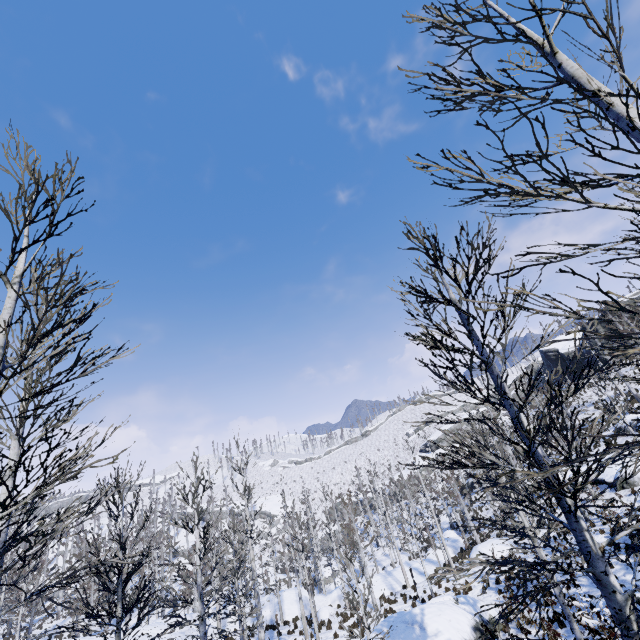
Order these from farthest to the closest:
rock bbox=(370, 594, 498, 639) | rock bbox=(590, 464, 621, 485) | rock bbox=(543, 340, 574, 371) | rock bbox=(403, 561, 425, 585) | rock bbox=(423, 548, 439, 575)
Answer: rock bbox=(543, 340, 574, 371) < rock bbox=(423, 548, 439, 575) < rock bbox=(403, 561, 425, 585) < rock bbox=(590, 464, 621, 485) < rock bbox=(370, 594, 498, 639)

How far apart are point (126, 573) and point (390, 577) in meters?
26.9

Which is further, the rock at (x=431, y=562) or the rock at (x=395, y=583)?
the rock at (x=431, y=562)

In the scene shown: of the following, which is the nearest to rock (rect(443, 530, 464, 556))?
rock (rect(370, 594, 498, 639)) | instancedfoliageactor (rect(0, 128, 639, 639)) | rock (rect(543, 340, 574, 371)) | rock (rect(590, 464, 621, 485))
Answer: instancedfoliageactor (rect(0, 128, 639, 639))

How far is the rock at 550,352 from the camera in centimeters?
5438cm

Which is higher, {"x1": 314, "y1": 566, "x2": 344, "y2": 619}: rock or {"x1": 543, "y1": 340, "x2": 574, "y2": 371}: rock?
{"x1": 543, "y1": 340, "x2": 574, "y2": 371}: rock

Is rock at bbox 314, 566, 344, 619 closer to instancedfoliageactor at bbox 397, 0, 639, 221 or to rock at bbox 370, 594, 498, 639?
rock at bbox 370, 594, 498, 639

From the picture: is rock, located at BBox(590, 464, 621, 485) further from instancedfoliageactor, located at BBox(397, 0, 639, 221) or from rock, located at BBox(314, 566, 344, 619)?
instancedfoliageactor, located at BBox(397, 0, 639, 221)
